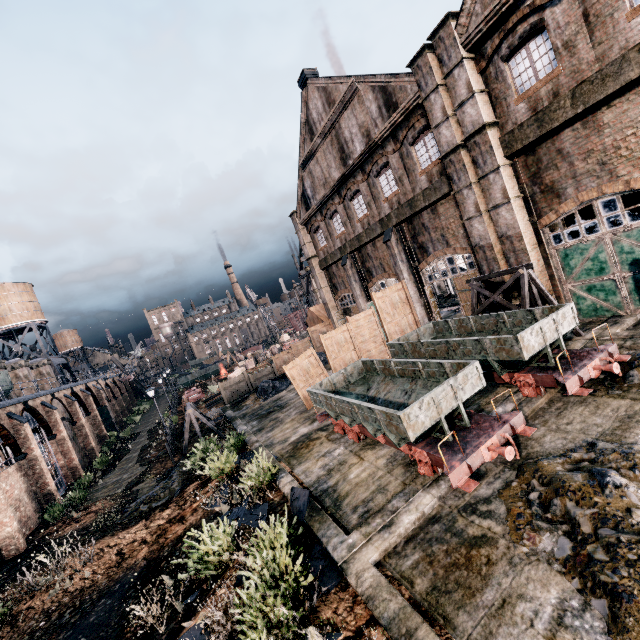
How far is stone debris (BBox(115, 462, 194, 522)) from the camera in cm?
1717

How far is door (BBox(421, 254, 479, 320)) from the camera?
18.78m

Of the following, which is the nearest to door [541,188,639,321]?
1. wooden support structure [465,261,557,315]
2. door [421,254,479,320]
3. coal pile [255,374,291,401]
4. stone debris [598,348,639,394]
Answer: wooden support structure [465,261,557,315]

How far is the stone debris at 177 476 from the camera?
17.17m

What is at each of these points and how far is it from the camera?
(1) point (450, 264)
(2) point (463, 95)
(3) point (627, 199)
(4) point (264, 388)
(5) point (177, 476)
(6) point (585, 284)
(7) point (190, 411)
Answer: (1) door, 19.8m
(2) building, 14.7m
(3) furnace, 13.0m
(4) coal pile, 26.6m
(5) stone debris, 19.1m
(6) door, 14.0m
(7) wooden support structure, 21.5m

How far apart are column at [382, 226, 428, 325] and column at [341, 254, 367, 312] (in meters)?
5.65

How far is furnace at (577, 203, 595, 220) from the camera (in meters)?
14.12

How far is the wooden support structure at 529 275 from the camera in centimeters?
1337cm
